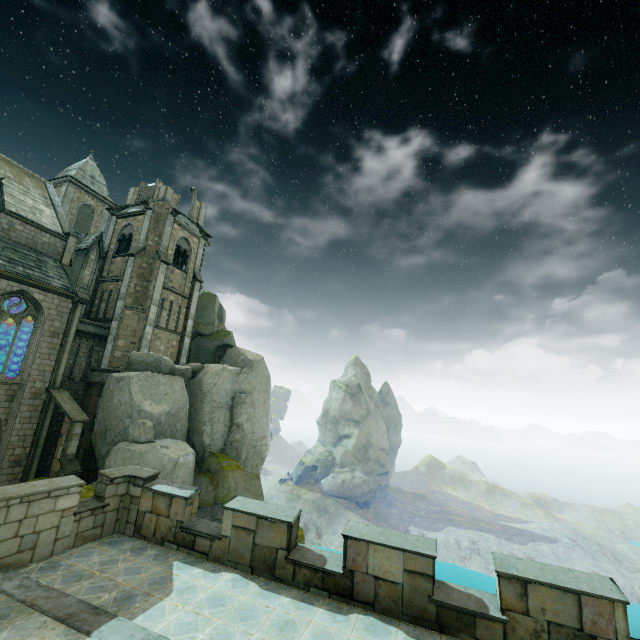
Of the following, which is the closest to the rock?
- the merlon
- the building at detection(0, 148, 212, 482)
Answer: the building at detection(0, 148, 212, 482)

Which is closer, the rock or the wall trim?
the rock

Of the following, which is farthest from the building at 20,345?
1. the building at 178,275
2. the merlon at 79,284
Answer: the building at 178,275

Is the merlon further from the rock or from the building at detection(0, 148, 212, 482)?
→ the rock

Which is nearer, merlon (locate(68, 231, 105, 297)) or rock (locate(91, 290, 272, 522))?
rock (locate(91, 290, 272, 522))

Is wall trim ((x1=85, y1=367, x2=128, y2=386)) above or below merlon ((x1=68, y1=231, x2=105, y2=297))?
below

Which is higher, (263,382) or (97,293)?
(97,293)

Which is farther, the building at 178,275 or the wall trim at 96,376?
the wall trim at 96,376
